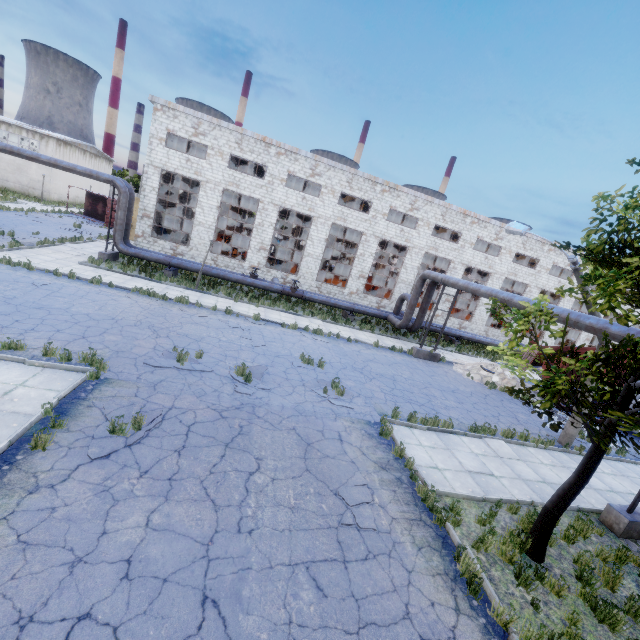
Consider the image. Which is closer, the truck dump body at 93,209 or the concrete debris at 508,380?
the concrete debris at 508,380

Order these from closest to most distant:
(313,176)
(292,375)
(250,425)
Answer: (250,425) < (292,375) < (313,176)

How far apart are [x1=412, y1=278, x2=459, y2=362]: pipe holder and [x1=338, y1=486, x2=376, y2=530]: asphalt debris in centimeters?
1305cm

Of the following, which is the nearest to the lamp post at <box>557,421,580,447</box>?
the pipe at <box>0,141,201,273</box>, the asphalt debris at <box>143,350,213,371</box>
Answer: the asphalt debris at <box>143,350,213,371</box>

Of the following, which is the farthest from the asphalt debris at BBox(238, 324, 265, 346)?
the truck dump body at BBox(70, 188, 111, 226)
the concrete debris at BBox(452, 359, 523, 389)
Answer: the truck dump body at BBox(70, 188, 111, 226)

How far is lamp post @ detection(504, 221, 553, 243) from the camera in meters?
11.8

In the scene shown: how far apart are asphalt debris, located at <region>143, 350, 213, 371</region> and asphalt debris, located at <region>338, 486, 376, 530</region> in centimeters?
578cm

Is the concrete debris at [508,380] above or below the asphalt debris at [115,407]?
above
